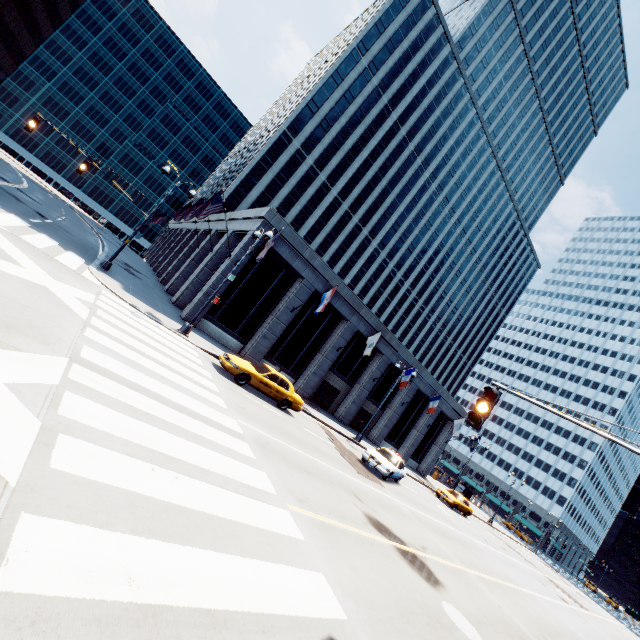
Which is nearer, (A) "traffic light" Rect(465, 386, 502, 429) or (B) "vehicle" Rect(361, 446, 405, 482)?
(A) "traffic light" Rect(465, 386, 502, 429)

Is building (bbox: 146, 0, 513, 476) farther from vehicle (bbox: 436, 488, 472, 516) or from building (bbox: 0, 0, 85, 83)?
building (bbox: 0, 0, 85, 83)

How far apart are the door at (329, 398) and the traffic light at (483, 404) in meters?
→ 23.6 m

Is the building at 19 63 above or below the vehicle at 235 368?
above

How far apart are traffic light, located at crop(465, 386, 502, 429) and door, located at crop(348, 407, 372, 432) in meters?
27.5 m

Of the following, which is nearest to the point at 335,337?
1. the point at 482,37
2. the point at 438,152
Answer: the point at 438,152

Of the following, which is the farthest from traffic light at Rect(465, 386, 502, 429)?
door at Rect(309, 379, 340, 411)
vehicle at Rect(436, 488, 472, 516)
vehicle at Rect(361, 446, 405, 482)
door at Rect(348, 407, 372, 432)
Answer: vehicle at Rect(436, 488, 472, 516)

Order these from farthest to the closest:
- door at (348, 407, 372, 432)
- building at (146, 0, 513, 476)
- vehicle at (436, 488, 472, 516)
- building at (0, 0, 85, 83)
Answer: building at (0, 0, 85, 83) < door at (348, 407, 372, 432) < vehicle at (436, 488, 472, 516) < building at (146, 0, 513, 476)
